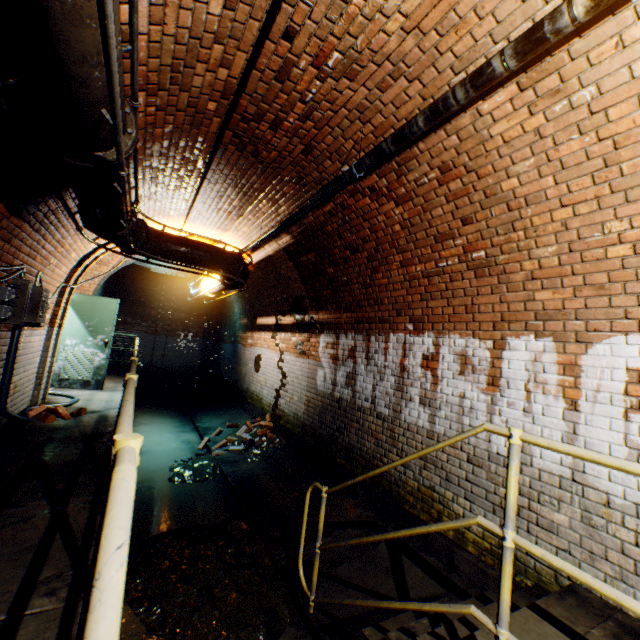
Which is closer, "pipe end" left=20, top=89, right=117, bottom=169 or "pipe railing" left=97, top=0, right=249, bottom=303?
"pipe railing" left=97, top=0, right=249, bottom=303

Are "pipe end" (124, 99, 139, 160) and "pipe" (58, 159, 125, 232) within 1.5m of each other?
yes

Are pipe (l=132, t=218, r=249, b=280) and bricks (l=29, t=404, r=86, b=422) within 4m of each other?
yes

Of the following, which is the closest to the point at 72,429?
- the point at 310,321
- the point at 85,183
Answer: the point at 85,183

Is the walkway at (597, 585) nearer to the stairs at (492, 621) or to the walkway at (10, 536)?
the stairs at (492, 621)

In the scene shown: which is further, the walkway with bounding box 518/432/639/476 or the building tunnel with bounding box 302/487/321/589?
the building tunnel with bounding box 302/487/321/589

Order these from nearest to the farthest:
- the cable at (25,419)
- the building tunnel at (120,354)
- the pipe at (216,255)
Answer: the cable at (25,419)
the pipe at (216,255)
the building tunnel at (120,354)

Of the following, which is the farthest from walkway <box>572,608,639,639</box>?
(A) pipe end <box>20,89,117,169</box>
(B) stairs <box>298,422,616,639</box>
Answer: (A) pipe end <box>20,89,117,169</box>
